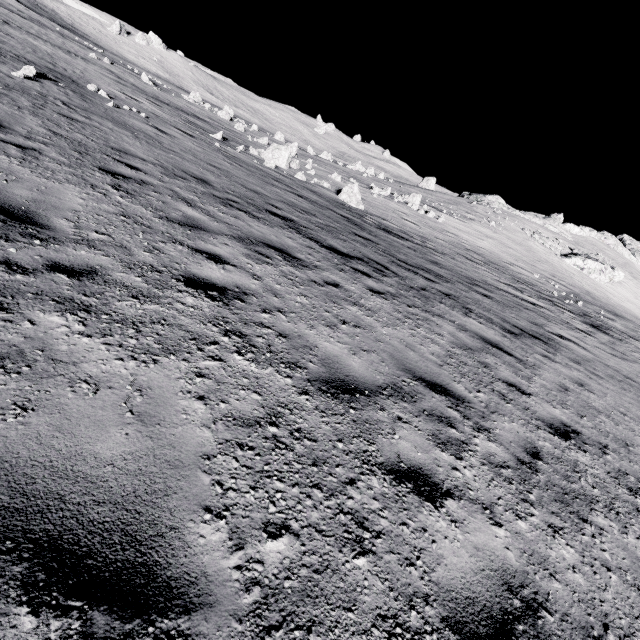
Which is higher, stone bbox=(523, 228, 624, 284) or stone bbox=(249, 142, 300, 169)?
stone bbox=(523, 228, 624, 284)

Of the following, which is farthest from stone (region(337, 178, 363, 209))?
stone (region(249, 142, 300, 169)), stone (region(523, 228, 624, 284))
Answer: stone (region(523, 228, 624, 284))

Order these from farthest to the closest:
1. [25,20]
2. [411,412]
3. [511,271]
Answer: [25,20] → [511,271] → [411,412]

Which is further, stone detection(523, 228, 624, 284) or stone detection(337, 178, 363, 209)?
stone detection(523, 228, 624, 284)

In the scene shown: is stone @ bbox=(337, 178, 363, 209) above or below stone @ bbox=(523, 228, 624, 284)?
below

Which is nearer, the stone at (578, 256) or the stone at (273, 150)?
the stone at (273, 150)

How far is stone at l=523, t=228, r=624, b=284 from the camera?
47.9 meters

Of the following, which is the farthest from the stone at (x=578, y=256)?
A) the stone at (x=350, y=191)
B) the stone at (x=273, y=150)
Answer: the stone at (x=273, y=150)
